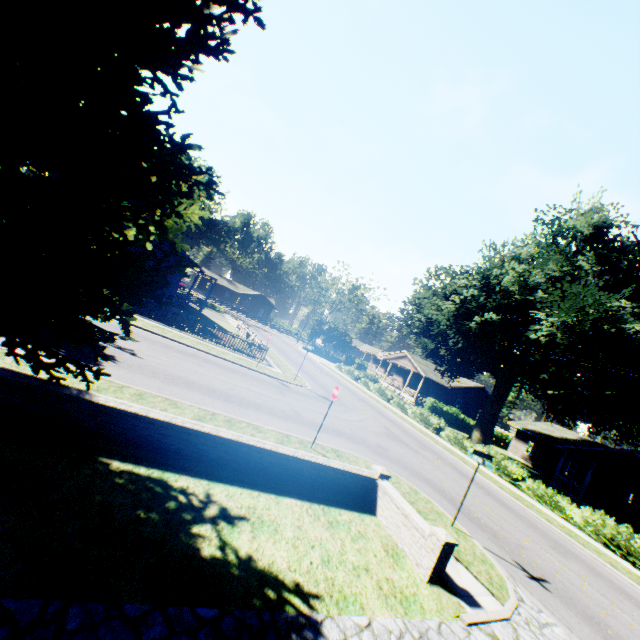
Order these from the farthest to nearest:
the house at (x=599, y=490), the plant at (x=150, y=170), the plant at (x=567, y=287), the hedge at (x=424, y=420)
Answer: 1. the house at (x=599, y=490)
2. the plant at (x=567, y=287)
3. the hedge at (x=424, y=420)
4. the plant at (x=150, y=170)

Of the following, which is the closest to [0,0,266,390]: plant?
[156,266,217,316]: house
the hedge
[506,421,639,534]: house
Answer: [156,266,217,316]: house

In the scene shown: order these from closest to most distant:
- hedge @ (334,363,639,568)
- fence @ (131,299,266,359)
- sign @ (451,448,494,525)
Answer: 1. sign @ (451,448,494,525)
2. hedge @ (334,363,639,568)
3. fence @ (131,299,266,359)

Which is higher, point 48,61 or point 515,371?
point 515,371

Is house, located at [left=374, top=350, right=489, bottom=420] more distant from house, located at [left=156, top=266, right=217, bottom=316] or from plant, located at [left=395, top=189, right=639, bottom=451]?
house, located at [left=156, top=266, right=217, bottom=316]

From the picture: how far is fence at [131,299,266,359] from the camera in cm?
2045

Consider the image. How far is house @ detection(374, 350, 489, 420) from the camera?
44.0 meters

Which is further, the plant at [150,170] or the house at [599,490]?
the house at [599,490]
